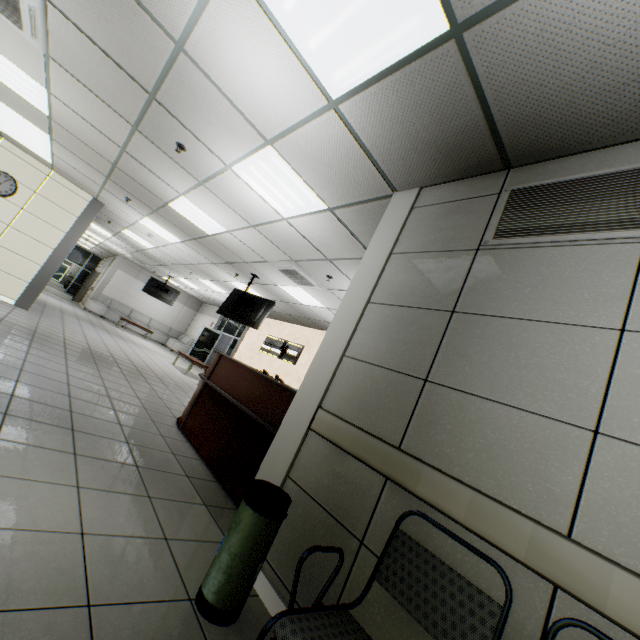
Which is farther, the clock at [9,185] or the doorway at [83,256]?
the doorway at [83,256]

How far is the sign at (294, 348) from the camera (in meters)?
11.09

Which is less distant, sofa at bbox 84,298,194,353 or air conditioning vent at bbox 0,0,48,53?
air conditioning vent at bbox 0,0,48,53

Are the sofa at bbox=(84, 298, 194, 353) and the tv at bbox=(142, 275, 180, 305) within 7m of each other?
yes

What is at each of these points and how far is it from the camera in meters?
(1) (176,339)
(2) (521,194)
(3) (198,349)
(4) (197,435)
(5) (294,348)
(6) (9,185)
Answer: (1) sofa, 18.7
(2) ventilation grill, 2.1
(3) doorway, 15.6
(4) desk, 4.1
(5) sign, 11.4
(6) clock, 7.4

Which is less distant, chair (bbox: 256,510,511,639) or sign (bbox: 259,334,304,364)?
chair (bbox: 256,510,511,639)

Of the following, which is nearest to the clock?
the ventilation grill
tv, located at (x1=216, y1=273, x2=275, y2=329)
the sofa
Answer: tv, located at (x1=216, y1=273, x2=275, y2=329)

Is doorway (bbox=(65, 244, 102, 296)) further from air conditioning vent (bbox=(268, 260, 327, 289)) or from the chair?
the chair
